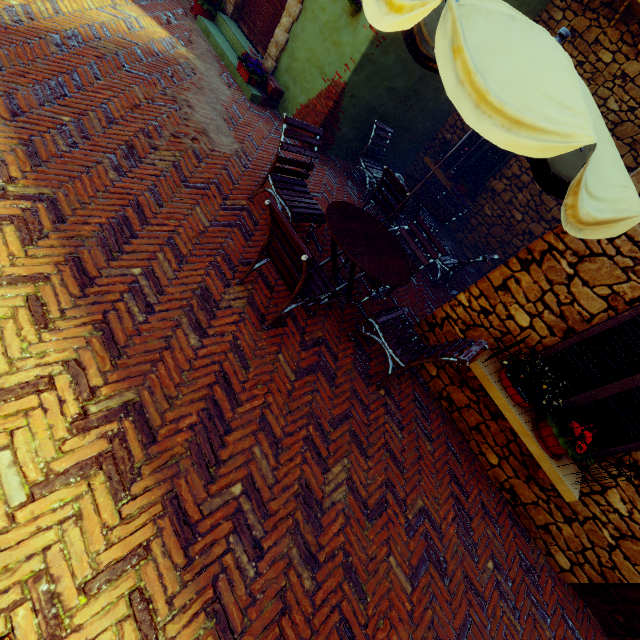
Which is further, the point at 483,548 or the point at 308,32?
the point at 308,32

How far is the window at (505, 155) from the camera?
6.8 meters

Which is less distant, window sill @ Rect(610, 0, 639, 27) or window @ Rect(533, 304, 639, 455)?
window @ Rect(533, 304, 639, 455)

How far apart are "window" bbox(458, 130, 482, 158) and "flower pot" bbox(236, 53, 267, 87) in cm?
439

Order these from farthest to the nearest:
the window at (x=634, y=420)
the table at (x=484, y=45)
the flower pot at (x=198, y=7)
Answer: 1. the flower pot at (x=198, y=7)
2. the window at (x=634, y=420)
3. the table at (x=484, y=45)

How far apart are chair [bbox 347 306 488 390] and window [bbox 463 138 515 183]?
5.1 meters

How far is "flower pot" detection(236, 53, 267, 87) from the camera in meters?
5.7 m

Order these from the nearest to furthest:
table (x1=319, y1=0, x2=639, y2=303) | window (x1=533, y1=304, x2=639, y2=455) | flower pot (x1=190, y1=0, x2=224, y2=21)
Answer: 1. table (x1=319, y1=0, x2=639, y2=303)
2. window (x1=533, y1=304, x2=639, y2=455)
3. flower pot (x1=190, y1=0, x2=224, y2=21)
